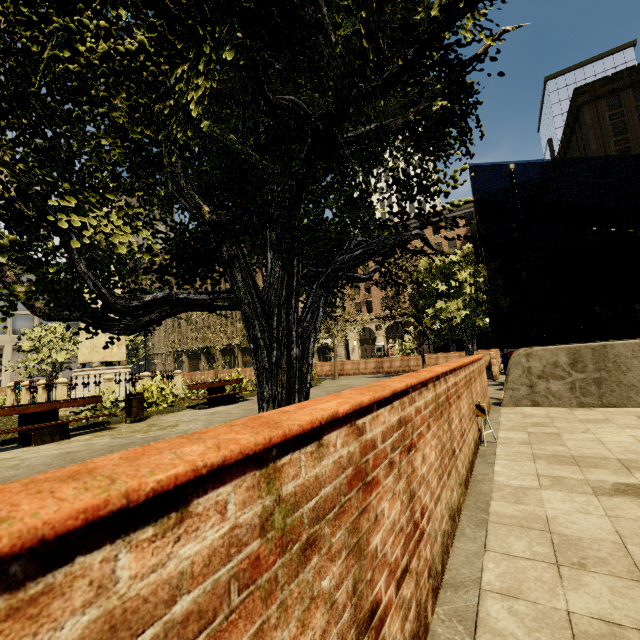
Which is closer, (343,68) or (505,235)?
(343,68)

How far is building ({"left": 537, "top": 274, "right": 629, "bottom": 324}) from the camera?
32.78m

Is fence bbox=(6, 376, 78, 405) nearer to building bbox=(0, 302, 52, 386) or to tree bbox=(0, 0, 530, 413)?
tree bbox=(0, 0, 530, 413)

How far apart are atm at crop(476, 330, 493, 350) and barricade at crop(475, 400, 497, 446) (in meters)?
18.40

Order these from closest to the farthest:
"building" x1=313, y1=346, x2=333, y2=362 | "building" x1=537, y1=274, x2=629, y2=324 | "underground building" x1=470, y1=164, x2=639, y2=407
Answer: "underground building" x1=470, y1=164, x2=639, y2=407
"building" x1=537, y1=274, x2=629, y2=324
"building" x1=313, y1=346, x2=333, y2=362

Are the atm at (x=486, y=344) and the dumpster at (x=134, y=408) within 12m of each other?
no

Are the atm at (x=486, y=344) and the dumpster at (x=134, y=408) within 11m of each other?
no

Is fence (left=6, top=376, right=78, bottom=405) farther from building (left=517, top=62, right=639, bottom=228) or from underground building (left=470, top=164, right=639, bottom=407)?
building (left=517, top=62, right=639, bottom=228)
